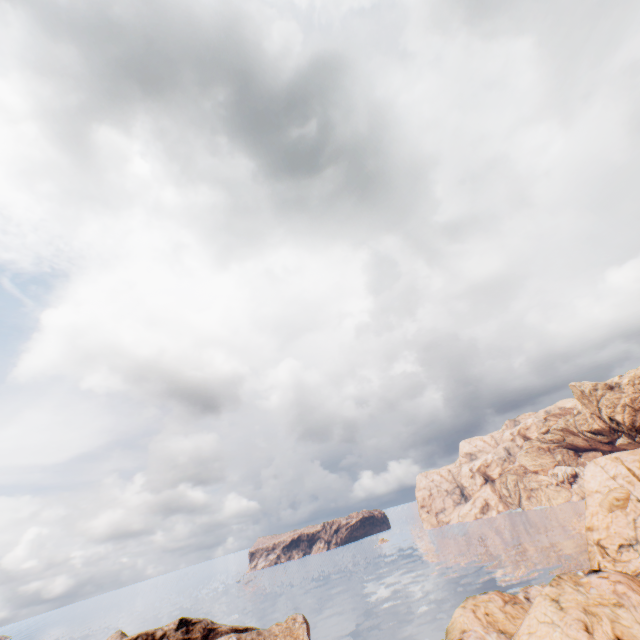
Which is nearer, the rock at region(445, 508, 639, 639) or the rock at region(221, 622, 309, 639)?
the rock at region(445, 508, 639, 639)

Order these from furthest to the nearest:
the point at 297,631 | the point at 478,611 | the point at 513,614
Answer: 1. the point at 297,631
2. the point at 478,611
3. the point at 513,614

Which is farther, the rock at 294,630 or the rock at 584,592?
the rock at 294,630
